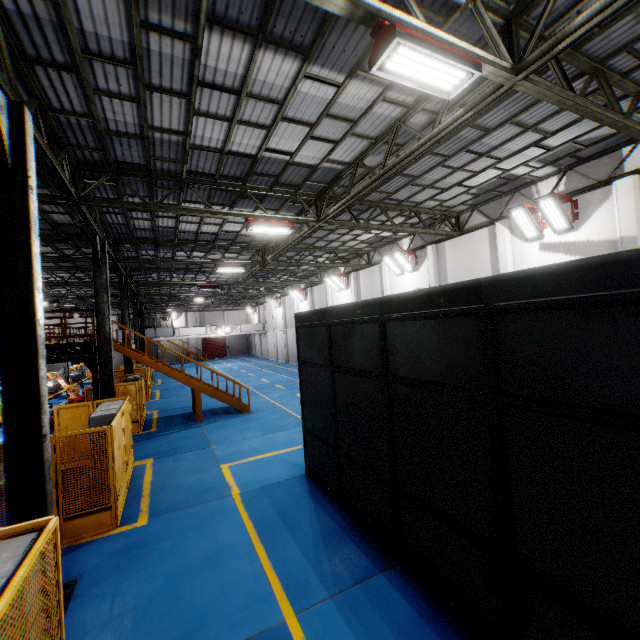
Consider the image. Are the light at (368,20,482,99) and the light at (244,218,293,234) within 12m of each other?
yes

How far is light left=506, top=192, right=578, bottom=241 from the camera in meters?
11.0

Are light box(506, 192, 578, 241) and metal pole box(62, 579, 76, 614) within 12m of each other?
no

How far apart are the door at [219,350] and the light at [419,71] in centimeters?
5286cm

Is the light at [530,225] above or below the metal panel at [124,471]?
above

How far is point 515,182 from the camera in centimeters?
1252cm

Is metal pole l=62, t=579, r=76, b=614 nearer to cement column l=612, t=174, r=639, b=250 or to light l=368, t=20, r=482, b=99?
light l=368, t=20, r=482, b=99

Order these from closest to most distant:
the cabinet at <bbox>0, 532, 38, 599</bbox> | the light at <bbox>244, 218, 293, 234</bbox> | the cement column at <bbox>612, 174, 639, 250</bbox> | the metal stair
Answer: the cabinet at <bbox>0, 532, 38, 599</bbox> < the cement column at <bbox>612, 174, 639, 250</bbox> < the light at <bbox>244, 218, 293, 234</bbox> < the metal stair
